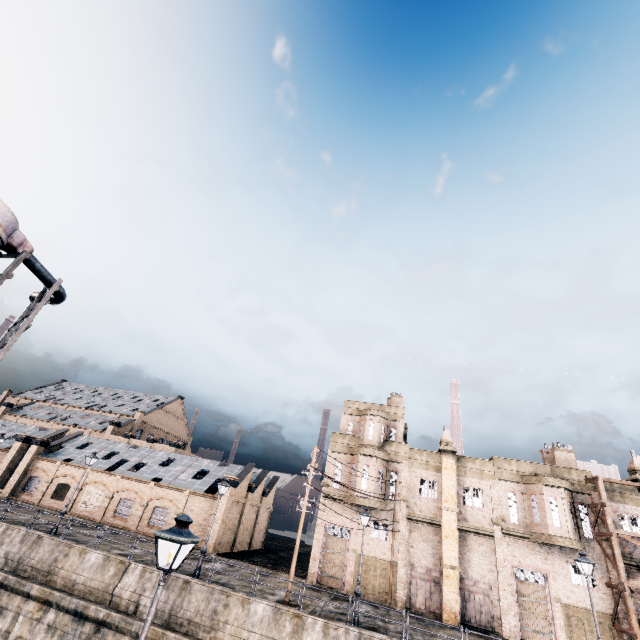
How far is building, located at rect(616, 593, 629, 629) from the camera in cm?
2247

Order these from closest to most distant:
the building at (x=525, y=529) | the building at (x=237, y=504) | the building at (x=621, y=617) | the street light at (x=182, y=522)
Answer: the street light at (x=182, y=522) < the building at (x=621, y=617) < the building at (x=525, y=529) < the building at (x=237, y=504)

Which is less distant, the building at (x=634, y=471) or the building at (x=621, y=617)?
the building at (x=621, y=617)

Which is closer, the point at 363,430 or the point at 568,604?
the point at 568,604

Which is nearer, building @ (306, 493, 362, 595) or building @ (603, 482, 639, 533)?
building @ (603, 482, 639, 533)

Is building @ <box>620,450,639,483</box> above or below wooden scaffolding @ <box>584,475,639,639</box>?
above
